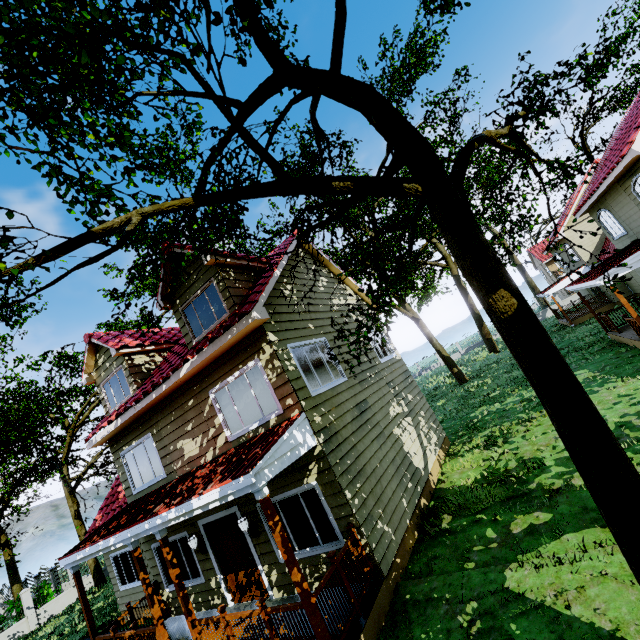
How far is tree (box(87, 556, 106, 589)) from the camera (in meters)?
19.66

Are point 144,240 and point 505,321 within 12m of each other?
yes

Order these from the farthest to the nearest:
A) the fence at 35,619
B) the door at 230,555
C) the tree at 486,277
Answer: the fence at 35,619 → the door at 230,555 → the tree at 486,277

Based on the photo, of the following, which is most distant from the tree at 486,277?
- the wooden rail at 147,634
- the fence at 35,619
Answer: the wooden rail at 147,634

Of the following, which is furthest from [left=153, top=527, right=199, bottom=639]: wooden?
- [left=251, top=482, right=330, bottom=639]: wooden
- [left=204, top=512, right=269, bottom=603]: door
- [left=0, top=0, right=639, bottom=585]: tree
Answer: [left=0, top=0, right=639, bottom=585]: tree

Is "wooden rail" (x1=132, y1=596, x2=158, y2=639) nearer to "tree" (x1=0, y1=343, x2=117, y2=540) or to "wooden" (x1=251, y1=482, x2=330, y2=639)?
"wooden" (x1=251, y1=482, x2=330, y2=639)

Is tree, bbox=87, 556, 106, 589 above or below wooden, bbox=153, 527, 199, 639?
below

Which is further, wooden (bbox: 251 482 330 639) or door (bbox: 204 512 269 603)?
door (bbox: 204 512 269 603)
